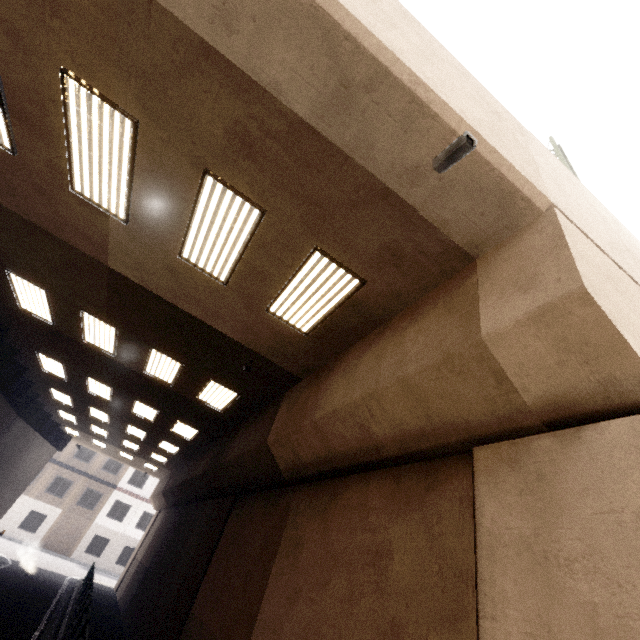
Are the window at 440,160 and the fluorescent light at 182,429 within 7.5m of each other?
no

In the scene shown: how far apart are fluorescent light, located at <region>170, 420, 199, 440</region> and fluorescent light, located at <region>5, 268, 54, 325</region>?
5.8m

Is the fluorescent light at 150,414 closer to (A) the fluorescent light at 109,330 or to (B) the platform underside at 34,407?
(A) the fluorescent light at 109,330

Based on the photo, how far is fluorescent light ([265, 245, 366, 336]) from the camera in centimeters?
505cm

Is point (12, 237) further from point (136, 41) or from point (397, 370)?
point (397, 370)

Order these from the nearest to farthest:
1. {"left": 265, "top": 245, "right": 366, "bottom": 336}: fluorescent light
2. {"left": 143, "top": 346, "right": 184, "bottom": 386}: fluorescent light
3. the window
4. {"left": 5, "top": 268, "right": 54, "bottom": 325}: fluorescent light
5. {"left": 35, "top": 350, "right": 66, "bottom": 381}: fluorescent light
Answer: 1. the window
2. {"left": 265, "top": 245, "right": 366, "bottom": 336}: fluorescent light
3. {"left": 5, "top": 268, "right": 54, "bottom": 325}: fluorescent light
4. {"left": 143, "top": 346, "right": 184, "bottom": 386}: fluorescent light
5. {"left": 35, "top": 350, "right": 66, "bottom": 381}: fluorescent light

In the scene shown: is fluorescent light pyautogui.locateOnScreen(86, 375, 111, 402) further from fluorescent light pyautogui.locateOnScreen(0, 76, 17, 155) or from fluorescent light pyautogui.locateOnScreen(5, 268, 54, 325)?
fluorescent light pyautogui.locateOnScreen(0, 76, 17, 155)

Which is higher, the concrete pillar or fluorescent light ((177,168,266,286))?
fluorescent light ((177,168,266,286))
